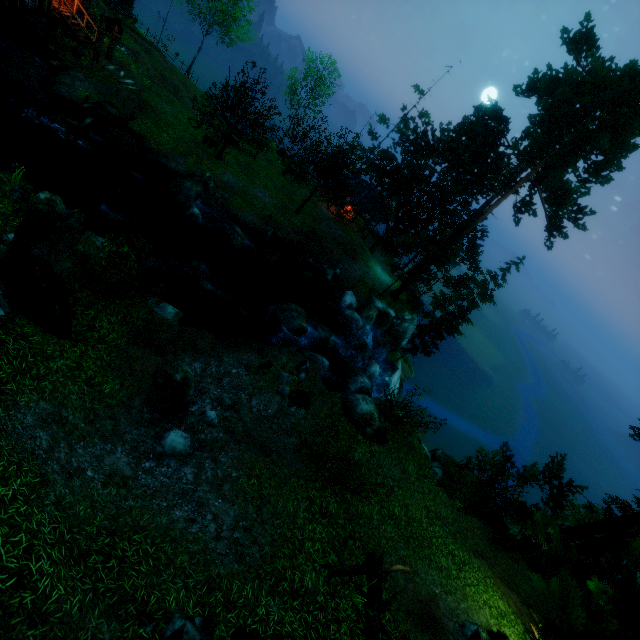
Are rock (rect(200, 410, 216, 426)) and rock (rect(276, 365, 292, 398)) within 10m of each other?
yes

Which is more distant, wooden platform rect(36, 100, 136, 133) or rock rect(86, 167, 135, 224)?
wooden platform rect(36, 100, 136, 133)

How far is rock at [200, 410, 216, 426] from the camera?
10.6 meters

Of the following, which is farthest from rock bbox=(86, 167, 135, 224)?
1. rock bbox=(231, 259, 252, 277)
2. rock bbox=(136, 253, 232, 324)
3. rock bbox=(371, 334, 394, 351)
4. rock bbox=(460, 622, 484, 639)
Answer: rock bbox=(460, 622, 484, 639)

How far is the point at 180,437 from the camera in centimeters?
952cm

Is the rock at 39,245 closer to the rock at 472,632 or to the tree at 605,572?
the tree at 605,572

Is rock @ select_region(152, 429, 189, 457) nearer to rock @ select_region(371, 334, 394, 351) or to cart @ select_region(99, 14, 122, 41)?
rock @ select_region(371, 334, 394, 351)

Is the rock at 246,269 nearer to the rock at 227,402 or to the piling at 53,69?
the rock at 227,402
